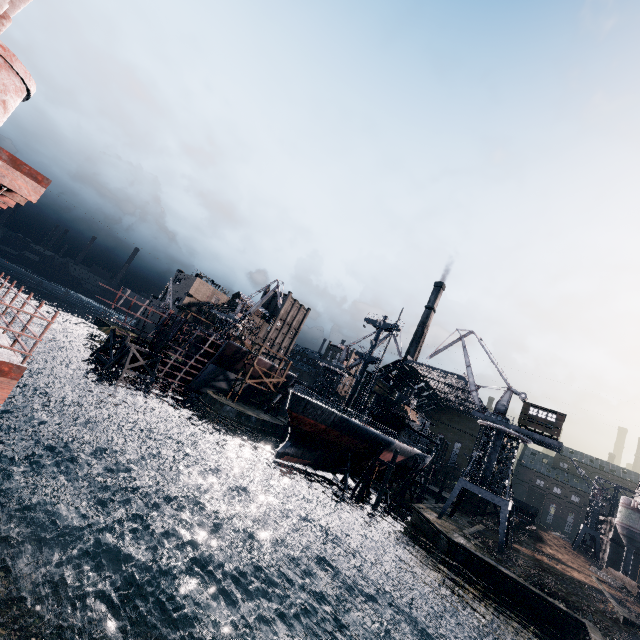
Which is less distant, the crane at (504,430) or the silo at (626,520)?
the crane at (504,430)

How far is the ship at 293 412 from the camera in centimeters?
3816cm

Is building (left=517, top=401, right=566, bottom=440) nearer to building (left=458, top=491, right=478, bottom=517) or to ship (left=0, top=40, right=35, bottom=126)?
ship (left=0, top=40, right=35, bottom=126)

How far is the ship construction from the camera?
48.6m

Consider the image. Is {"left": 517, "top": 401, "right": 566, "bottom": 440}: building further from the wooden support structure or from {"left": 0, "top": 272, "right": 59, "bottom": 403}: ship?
the wooden support structure

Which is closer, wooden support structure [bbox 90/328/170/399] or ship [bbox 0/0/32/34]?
ship [bbox 0/0/32/34]

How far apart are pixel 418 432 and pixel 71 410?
55.8m

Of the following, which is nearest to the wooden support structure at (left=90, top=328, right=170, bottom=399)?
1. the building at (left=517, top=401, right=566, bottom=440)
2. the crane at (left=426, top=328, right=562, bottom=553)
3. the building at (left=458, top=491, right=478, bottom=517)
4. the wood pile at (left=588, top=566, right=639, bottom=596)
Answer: the crane at (left=426, top=328, right=562, bottom=553)
